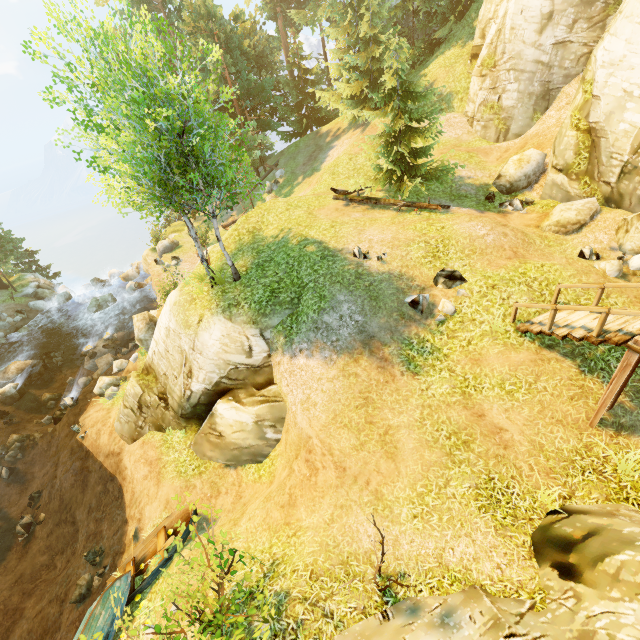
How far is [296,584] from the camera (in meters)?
6.77

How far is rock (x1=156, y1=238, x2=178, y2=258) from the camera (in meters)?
30.09

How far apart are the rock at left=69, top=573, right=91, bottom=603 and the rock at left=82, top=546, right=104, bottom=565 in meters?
0.2

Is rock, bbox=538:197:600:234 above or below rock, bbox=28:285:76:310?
above

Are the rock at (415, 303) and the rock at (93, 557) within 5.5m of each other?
no

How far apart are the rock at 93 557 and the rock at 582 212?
21.4m

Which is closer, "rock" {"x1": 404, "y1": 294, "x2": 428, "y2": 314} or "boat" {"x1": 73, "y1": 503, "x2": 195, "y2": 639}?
"boat" {"x1": 73, "y1": 503, "x2": 195, "y2": 639}

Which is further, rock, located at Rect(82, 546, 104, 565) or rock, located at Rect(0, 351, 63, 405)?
rock, located at Rect(0, 351, 63, 405)
